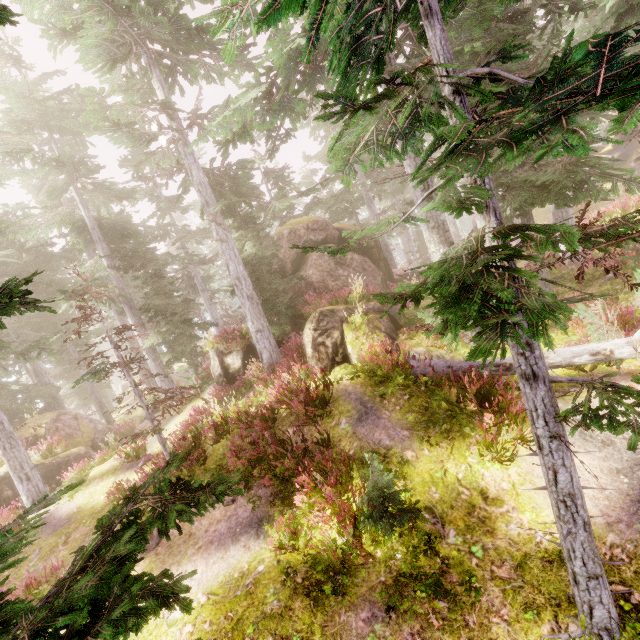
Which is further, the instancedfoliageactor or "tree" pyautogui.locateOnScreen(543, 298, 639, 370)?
"tree" pyautogui.locateOnScreen(543, 298, 639, 370)

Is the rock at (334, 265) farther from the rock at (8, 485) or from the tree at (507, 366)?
the rock at (8, 485)

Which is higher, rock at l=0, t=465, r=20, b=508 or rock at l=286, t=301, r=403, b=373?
rock at l=286, t=301, r=403, b=373

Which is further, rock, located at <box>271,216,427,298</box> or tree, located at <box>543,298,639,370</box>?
rock, located at <box>271,216,427,298</box>

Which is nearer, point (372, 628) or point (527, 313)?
point (527, 313)

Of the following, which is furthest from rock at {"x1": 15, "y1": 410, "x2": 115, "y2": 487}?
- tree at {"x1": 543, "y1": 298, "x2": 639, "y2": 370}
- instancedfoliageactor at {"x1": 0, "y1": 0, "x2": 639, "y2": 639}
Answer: tree at {"x1": 543, "y1": 298, "x2": 639, "y2": 370}

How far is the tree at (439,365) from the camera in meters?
8.3

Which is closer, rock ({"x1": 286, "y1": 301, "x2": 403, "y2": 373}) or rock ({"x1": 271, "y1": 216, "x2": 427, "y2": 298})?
rock ({"x1": 286, "y1": 301, "x2": 403, "y2": 373})
